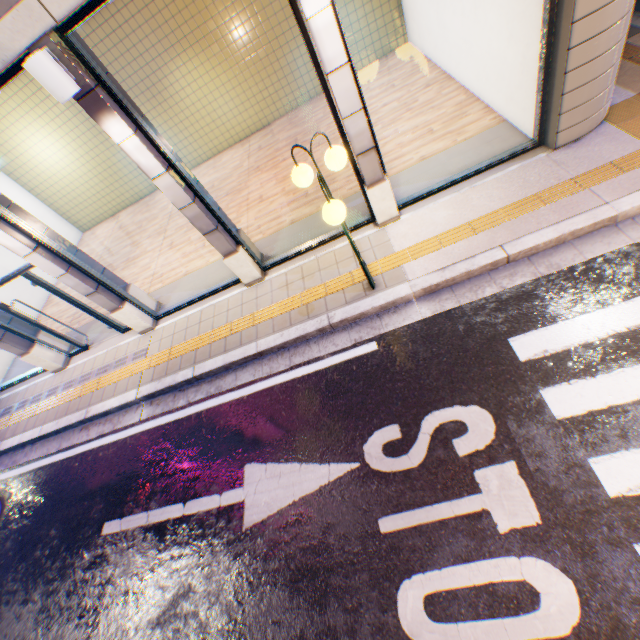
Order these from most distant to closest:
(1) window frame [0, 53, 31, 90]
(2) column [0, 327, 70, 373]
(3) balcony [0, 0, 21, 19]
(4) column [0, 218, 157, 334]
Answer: (2) column [0, 327, 70, 373] → (4) column [0, 218, 157, 334] → (1) window frame [0, 53, 31, 90] → (3) balcony [0, 0, 21, 19]

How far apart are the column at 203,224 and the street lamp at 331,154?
2.0 meters

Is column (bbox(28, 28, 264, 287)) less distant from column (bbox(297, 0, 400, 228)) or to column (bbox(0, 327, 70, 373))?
column (bbox(297, 0, 400, 228))

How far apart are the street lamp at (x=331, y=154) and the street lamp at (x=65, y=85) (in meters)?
2.47

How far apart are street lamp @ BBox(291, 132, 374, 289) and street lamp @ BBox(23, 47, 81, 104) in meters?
2.5 m

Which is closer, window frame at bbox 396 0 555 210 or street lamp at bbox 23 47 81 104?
street lamp at bbox 23 47 81 104

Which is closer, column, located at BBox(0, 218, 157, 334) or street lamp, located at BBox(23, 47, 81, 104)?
street lamp, located at BBox(23, 47, 81, 104)

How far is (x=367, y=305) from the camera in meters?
5.1
